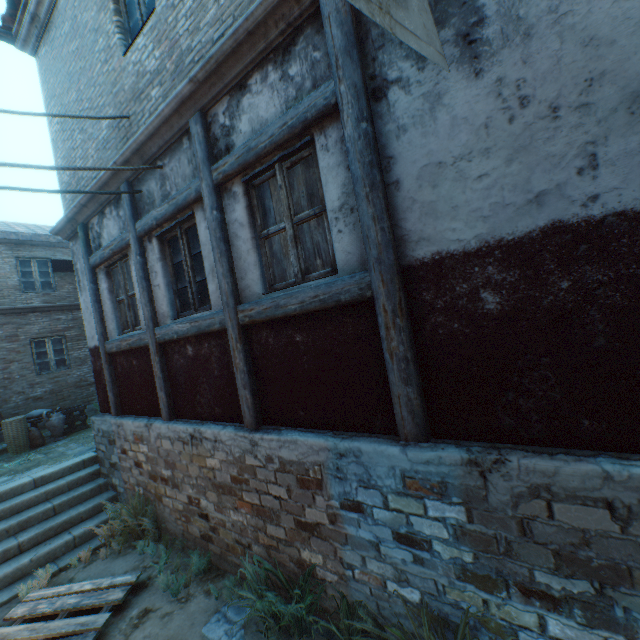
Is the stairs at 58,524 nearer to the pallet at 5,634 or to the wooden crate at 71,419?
the pallet at 5,634

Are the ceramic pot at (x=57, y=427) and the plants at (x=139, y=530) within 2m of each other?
no

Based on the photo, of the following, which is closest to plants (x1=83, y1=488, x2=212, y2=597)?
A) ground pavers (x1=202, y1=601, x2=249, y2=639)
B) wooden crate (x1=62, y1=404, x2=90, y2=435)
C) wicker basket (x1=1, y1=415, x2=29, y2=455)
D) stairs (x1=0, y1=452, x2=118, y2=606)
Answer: stairs (x1=0, y1=452, x2=118, y2=606)

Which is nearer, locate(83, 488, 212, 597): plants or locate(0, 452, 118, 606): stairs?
locate(83, 488, 212, 597): plants

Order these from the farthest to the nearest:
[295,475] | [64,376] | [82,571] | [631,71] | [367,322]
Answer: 1. [64,376]
2. [82,571]
3. [295,475]
4. [367,322]
5. [631,71]

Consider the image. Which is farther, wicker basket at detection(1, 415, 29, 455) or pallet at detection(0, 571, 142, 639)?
wicker basket at detection(1, 415, 29, 455)

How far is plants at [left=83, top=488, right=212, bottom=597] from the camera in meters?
4.2

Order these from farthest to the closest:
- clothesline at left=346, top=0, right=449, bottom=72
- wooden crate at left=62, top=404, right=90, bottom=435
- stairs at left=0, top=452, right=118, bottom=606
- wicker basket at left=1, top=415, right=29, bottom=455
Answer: wooden crate at left=62, top=404, right=90, bottom=435, wicker basket at left=1, top=415, right=29, bottom=455, stairs at left=0, top=452, right=118, bottom=606, clothesline at left=346, top=0, right=449, bottom=72
